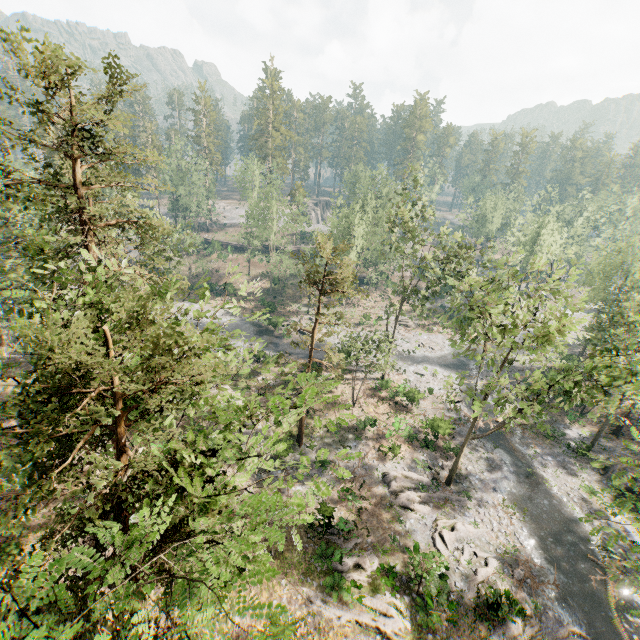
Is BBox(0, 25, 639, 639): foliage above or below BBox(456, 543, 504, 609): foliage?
above

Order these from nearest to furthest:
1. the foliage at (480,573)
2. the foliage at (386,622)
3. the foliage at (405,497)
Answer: the foliage at (386,622) → the foliage at (480,573) → the foliage at (405,497)

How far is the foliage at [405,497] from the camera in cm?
2453

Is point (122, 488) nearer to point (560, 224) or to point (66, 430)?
point (66, 430)

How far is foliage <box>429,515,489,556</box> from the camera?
22.4m

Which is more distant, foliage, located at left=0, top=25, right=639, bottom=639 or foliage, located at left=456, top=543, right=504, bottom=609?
foliage, located at left=456, top=543, right=504, bottom=609
